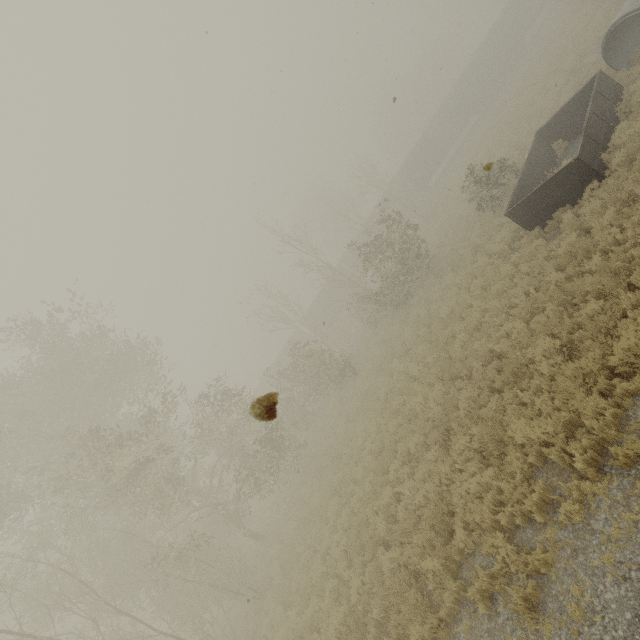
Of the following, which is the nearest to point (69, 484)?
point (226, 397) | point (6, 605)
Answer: point (226, 397)

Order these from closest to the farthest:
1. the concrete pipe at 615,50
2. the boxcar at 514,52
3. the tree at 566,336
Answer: the tree at 566,336
the concrete pipe at 615,50
the boxcar at 514,52

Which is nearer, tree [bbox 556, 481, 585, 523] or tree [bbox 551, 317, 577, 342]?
tree [bbox 556, 481, 585, 523]

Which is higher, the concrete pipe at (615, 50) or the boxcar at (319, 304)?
the boxcar at (319, 304)

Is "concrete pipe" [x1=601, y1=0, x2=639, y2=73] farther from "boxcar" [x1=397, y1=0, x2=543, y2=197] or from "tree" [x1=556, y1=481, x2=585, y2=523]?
"boxcar" [x1=397, y1=0, x2=543, y2=197]

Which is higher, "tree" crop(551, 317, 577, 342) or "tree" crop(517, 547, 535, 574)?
"tree" crop(517, 547, 535, 574)

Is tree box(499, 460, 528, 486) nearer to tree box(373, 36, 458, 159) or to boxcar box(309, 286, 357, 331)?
boxcar box(309, 286, 357, 331)

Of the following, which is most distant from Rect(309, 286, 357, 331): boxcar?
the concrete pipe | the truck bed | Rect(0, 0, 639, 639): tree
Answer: the concrete pipe
